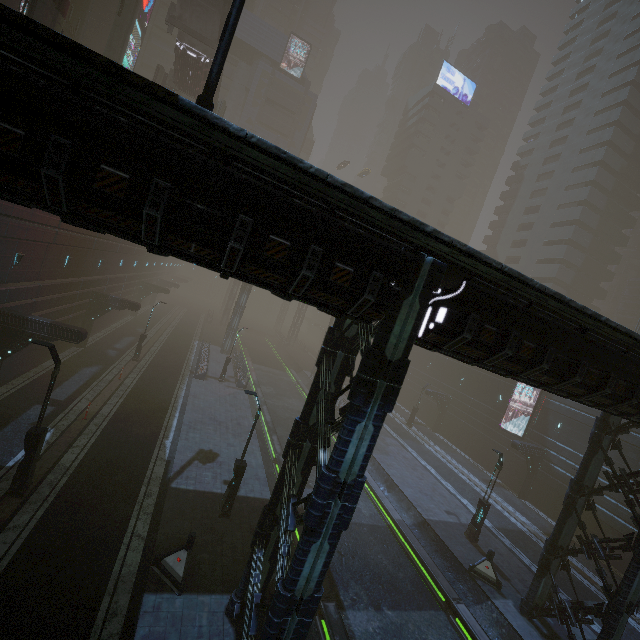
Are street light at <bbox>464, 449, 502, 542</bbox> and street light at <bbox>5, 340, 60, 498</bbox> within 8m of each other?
no

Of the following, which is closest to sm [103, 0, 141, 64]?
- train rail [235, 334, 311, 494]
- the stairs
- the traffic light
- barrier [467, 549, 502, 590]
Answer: the stairs

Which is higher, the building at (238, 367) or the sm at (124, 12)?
the sm at (124, 12)

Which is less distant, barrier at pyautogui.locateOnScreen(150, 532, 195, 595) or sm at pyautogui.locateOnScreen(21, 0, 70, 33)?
barrier at pyautogui.locateOnScreen(150, 532, 195, 595)

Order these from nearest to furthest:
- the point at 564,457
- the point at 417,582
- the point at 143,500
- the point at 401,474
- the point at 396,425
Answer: the point at 143,500 < the point at 417,582 < the point at 401,474 < the point at 564,457 < the point at 396,425

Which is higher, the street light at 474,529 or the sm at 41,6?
the sm at 41,6

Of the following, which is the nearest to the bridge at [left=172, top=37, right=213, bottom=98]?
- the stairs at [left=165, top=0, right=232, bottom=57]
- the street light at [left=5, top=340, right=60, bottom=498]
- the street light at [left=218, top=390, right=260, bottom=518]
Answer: the stairs at [left=165, top=0, right=232, bottom=57]

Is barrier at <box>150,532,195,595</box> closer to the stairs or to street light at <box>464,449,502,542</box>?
street light at <box>464,449,502,542</box>
